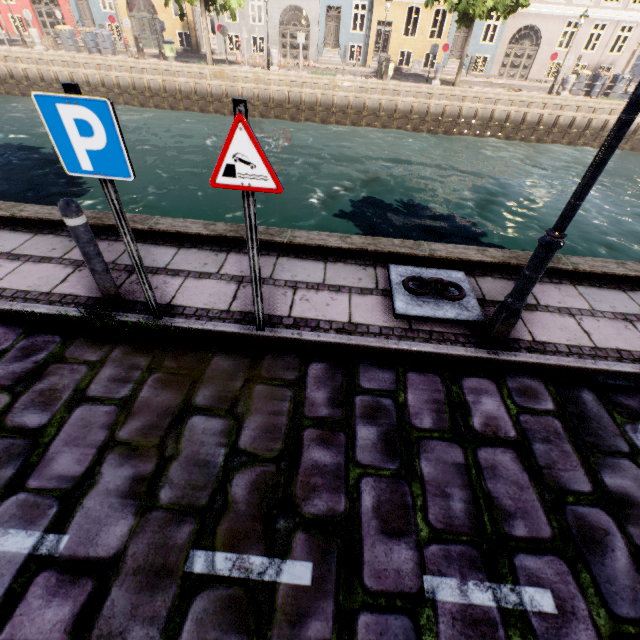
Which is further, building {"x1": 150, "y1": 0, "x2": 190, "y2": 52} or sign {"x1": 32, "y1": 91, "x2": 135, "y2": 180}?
building {"x1": 150, "y1": 0, "x2": 190, "y2": 52}

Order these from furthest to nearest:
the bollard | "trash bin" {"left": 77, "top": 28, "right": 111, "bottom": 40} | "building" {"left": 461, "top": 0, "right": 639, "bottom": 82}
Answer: "building" {"left": 461, "top": 0, "right": 639, "bottom": 82} < "trash bin" {"left": 77, "top": 28, "right": 111, "bottom": 40} < the bollard

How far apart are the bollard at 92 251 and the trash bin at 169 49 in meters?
24.7

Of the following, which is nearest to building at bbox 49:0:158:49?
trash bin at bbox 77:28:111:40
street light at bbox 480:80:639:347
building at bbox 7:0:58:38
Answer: trash bin at bbox 77:28:111:40

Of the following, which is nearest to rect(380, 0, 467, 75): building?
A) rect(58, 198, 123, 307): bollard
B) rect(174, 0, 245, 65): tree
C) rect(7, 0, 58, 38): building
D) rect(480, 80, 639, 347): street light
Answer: rect(174, 0, 245, 65): tree

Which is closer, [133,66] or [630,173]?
[630,173]

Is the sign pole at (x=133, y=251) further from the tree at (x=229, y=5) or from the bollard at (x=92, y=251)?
the tree at (x=229, y=5)

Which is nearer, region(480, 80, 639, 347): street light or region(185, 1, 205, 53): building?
region(480, 80, 639, 347): street light
